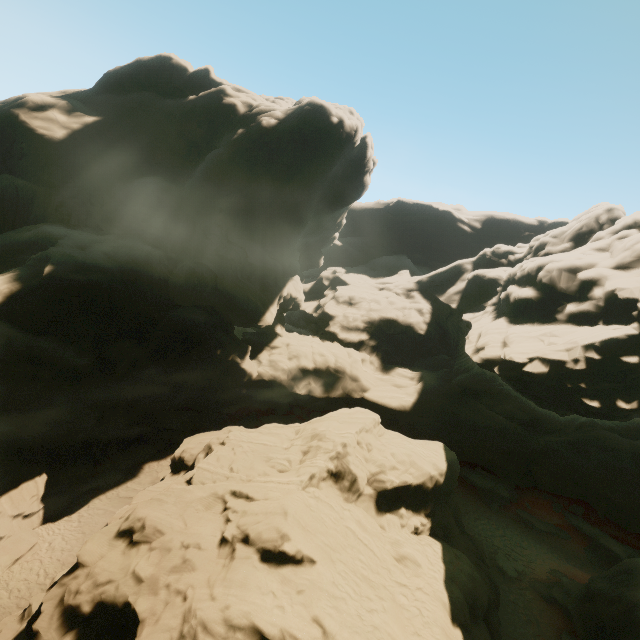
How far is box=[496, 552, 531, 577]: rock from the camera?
21.0 meters

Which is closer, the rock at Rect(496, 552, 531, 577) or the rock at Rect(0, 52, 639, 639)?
the rock at Rect(0, 52, 639, 639)

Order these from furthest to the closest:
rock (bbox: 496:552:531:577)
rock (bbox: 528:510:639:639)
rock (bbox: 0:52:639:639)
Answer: rock (bbox: 496:552:531:577) < rock (bbox: 528:510:639:639) < rock (bbox: 0:52:639:639)

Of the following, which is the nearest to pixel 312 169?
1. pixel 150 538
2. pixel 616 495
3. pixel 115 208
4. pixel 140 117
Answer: pixel 115 208

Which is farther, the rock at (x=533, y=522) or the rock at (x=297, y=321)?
the rock at (x=533, y=522)
